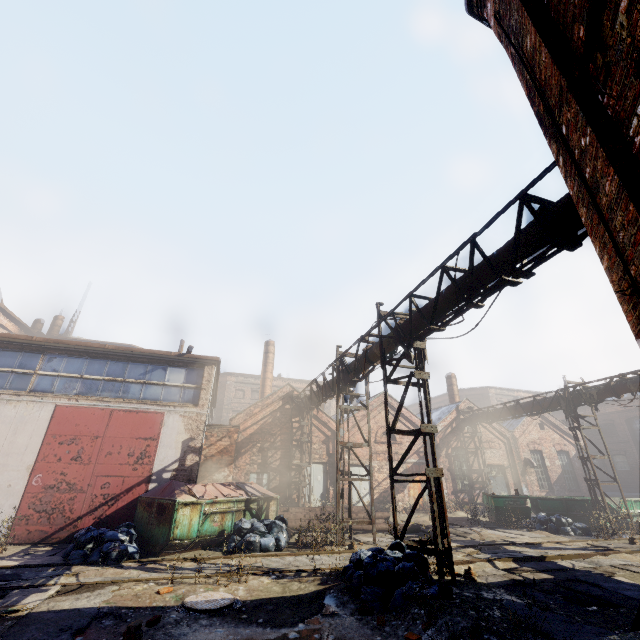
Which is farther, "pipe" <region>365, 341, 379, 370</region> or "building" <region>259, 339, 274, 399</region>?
"building" <region>259, 339, 274, 399</region>

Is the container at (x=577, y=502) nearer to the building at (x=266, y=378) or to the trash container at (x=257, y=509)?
the trash container at (x=257, y=509)

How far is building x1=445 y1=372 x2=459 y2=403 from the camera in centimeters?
2700cm

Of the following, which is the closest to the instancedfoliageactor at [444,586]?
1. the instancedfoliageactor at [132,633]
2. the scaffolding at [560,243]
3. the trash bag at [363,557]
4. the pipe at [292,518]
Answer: the trash bag at [363,557]

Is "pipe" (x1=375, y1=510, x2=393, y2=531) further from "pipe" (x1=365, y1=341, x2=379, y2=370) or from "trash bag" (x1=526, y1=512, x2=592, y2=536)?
"trash bag" (x1=526, y1=512, x2=592, y2=536)

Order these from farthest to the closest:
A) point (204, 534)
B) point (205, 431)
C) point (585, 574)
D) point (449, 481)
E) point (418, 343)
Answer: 1. point (449, 481)
2. point (205, 431)
3. point (204, 534)
4. point (418, 343)
5. point (585, 574)

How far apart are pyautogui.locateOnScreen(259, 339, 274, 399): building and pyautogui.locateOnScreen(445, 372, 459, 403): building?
15.0m

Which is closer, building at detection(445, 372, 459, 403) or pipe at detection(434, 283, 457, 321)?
pipe at detection(434, 283, 457, 321)
